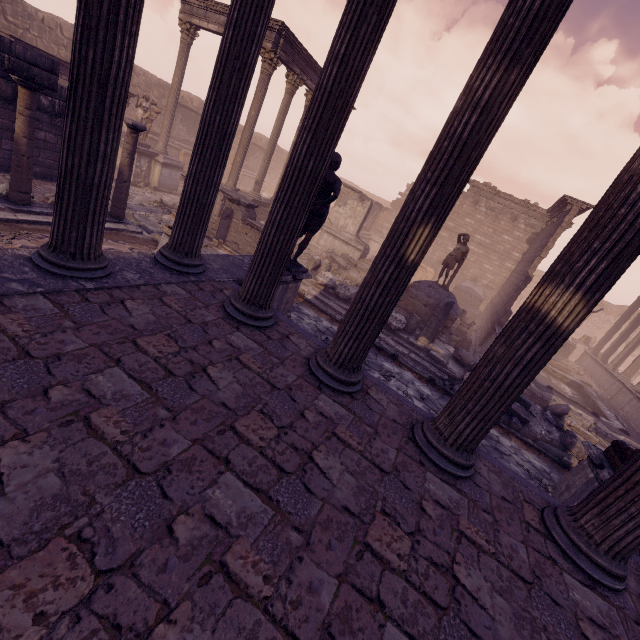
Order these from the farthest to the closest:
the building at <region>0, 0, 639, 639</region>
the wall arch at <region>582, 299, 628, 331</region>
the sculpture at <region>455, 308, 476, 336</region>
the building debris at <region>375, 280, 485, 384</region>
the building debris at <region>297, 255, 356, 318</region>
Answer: the wall arch at <region>582, 299, 628, 331</region> → the sculpture at <region>455, 308, 476, 336</region> → the building debris at <region>297, 255, 356, 318</region> → the building debris at <region>375, 280, 485, 384</region> → the building at <region>0, 0, 639, 639</region>

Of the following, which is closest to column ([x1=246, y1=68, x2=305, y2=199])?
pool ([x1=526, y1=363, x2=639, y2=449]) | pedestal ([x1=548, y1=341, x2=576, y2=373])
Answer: pool ([x1=526, y1=363, x2=639, y2=449])

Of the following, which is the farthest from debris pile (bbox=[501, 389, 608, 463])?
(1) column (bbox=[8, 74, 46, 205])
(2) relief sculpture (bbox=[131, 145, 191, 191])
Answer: (1) column (bbox=[8, 74, 46, 205])

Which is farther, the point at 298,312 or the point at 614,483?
the point at 298,312

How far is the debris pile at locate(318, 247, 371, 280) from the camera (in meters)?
15.81

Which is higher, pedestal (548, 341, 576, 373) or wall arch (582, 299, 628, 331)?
wall arch (582, 299, 628, 331)

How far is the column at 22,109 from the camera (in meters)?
6.46

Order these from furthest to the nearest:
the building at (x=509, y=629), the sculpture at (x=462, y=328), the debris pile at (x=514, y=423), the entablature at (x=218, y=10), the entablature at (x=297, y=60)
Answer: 1. the sculpture at (x=462, y=328)
2. the entablature at (x=218, y=10)
3. the entablature at (x=297, y=60)
4. the debris pile at (x=514, y=423)
5. the building at (x=509, y=629)
